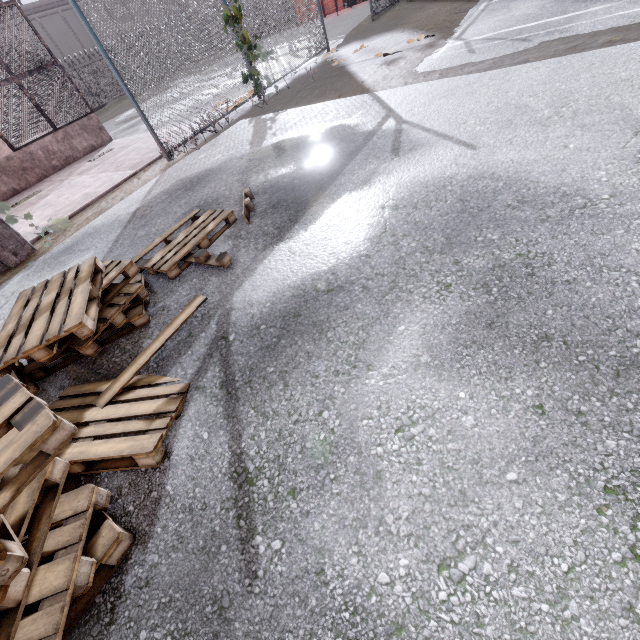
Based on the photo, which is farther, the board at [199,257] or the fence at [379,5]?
the fence at [379,5]

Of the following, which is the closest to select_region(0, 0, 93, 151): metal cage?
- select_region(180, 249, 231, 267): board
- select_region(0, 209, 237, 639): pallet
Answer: select_region(0, 209, 237, 639): pallet

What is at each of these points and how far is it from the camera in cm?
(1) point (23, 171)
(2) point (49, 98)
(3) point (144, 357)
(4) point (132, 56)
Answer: (1) foundation, 1034
(2) metal cage, 1226
(3) board, 263
(4) fence, 646

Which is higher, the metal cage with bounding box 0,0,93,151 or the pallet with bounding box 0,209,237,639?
the metal cage with bounding box 0,0,93,151

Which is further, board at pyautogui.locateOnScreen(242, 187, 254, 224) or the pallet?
board at pyautogui.locateOnScreen(242, 187, 254, 224)

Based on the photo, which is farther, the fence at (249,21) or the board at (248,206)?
the fence at (249,21)

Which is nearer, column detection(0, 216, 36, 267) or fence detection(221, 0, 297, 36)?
column detection(0, 216, 36, 267)

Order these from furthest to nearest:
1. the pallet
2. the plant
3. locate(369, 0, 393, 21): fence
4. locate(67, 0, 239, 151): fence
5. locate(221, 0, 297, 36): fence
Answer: locate(369, 0, 393, 21): fence
locate(221, 0, 297, 36): fence
the plant
locate(67, 0, 239, 151): fence
the pallet
